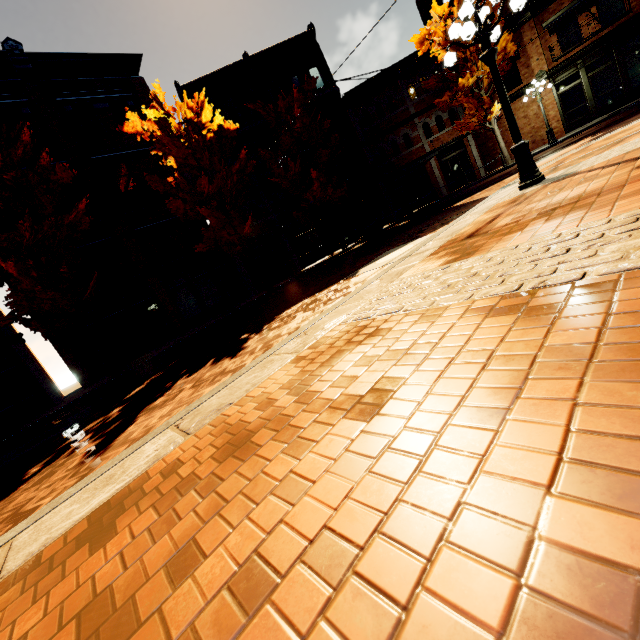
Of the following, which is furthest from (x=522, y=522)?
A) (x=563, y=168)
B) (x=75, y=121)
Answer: (x=75, y=121)

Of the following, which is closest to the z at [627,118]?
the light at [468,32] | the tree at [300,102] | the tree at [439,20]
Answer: the tree at [439,20]

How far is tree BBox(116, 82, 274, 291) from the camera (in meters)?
13.91

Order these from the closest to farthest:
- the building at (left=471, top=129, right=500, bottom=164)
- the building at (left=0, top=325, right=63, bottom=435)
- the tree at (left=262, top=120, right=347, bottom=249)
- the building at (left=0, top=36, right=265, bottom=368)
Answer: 1. the building at (left=0, top=325, right=63, bottom=435)
2. the building at (left=0, top=36, right=265, bottom=368)
3. the tree at (left=262, top=120, right=347, bottom=249)
4. the building at (left=471, top=129, right=500, bottom=164)

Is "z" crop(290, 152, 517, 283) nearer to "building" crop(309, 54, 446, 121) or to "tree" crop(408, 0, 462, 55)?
"tree" crop(408, 0, 462, 55)

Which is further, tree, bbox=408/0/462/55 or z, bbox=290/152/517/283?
tree, bbox=408/0/462/55

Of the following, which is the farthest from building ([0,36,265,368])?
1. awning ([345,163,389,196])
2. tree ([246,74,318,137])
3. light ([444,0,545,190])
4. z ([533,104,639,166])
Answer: light ([444,0,545,190])

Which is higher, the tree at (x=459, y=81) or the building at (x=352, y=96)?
the building at (x=352, y=96)
